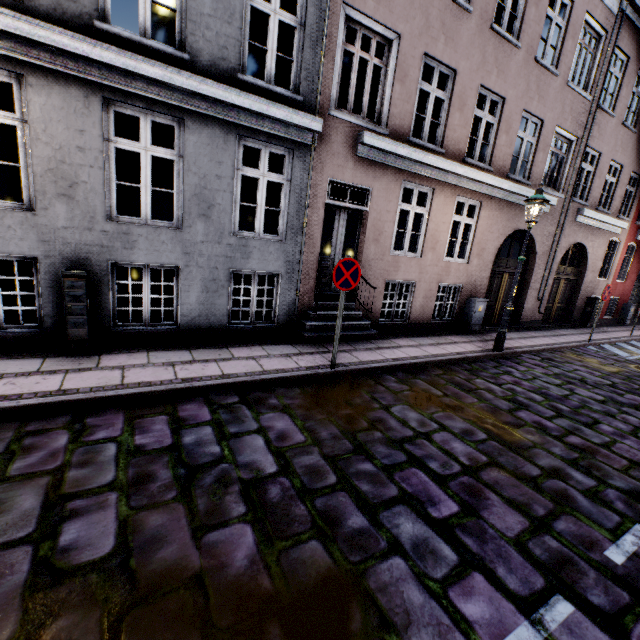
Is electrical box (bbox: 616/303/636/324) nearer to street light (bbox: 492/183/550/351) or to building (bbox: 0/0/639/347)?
building (bbox: 0/0/639/347)

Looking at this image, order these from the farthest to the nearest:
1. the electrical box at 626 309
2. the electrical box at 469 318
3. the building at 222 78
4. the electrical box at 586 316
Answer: the electrical box at 626 309 → the electrical box at 586 316 → the electrical box at 469 318 → the building at 222 78

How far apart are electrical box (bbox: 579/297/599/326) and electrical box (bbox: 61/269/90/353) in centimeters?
1758cm

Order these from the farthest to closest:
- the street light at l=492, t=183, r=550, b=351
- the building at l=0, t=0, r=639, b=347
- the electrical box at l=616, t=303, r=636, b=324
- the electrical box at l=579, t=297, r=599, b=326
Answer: the electrical box at l=616, t=303, r=636, b=324, the electrical box at l=579, t=297, r=599, b=326, the street light at l=492, t=183, r=550, b=351, the building at l=0, t=0, r=639, b=347

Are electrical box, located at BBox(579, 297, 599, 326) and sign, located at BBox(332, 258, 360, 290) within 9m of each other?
no

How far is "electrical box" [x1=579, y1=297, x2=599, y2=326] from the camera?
13.7m

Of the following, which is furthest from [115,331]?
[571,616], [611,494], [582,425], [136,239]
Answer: [582,425]

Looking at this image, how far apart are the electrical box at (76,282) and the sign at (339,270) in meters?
3.7 m
